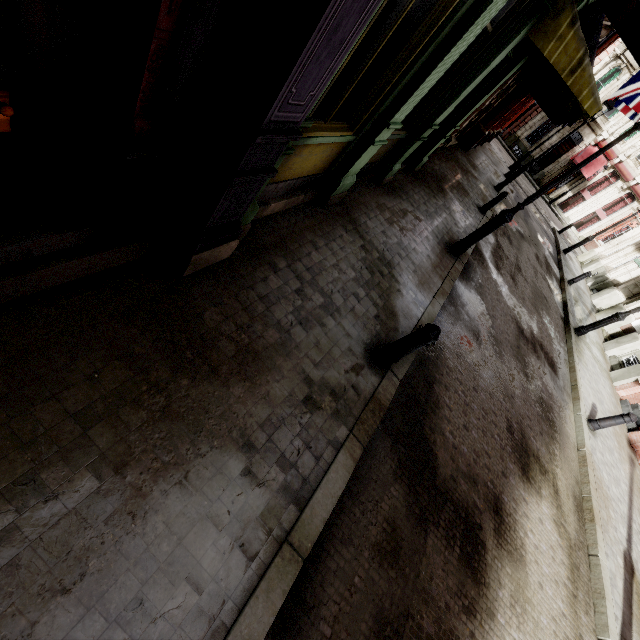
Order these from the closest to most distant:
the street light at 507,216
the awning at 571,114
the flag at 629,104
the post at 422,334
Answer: the awning at 571,114, the post at 422,334, the street light at 507,216, the flag at 629,104

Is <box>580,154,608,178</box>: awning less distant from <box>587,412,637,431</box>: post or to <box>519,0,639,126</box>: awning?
<box>519,0,639,126</box>: awning

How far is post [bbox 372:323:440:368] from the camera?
3.8m

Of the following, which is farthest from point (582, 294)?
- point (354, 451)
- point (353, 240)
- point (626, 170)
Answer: point (626, 170)

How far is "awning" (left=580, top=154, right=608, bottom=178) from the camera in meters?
29.2 m

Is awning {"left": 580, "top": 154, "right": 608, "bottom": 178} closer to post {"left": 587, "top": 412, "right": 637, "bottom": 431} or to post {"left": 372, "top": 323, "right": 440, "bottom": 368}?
post {"left": 587, "top": 412, "right": 637, "bottom": 431}

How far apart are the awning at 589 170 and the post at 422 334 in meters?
36.2

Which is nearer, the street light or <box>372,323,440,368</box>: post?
<box>372,323,440,368</box>: post
